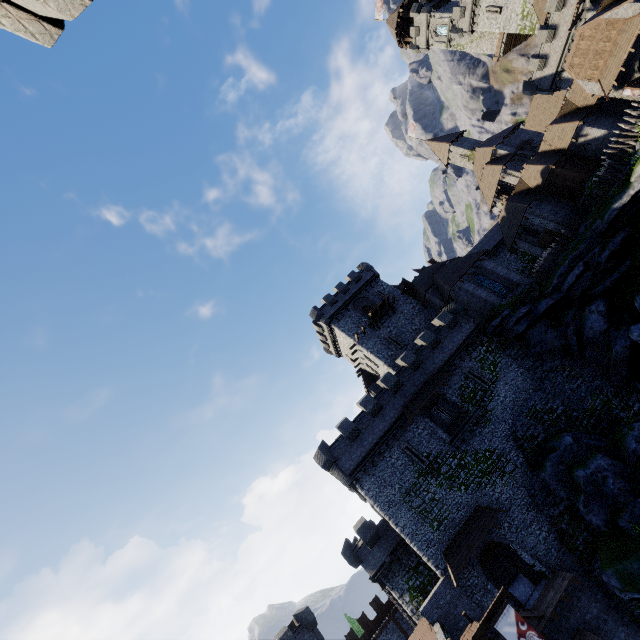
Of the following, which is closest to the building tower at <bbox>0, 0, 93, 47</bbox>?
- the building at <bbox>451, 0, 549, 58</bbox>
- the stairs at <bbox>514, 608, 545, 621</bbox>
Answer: the stairs at <bbox>514, 608, 545, 621</bbox>

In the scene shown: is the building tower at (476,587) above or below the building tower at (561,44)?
below

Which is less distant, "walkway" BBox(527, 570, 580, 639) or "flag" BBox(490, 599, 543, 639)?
"flag" BBox(490, 599, 543, 639)

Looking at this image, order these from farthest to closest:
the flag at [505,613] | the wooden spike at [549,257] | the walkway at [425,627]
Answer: the wooden spike at [549,257] < the walkway at [425,627] < the flag at [505,613]

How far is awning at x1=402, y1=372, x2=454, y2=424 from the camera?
28.31m

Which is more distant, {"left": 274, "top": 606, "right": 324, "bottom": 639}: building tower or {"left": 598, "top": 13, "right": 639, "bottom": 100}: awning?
{"left": 274, "top": 606, "right": 324, "bottom": 639}: building tower

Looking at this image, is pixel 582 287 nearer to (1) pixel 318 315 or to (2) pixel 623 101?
(2) pixel 623 101

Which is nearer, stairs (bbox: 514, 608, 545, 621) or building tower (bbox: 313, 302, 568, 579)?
stairs (bbox: 514, 608, 545, 621)
